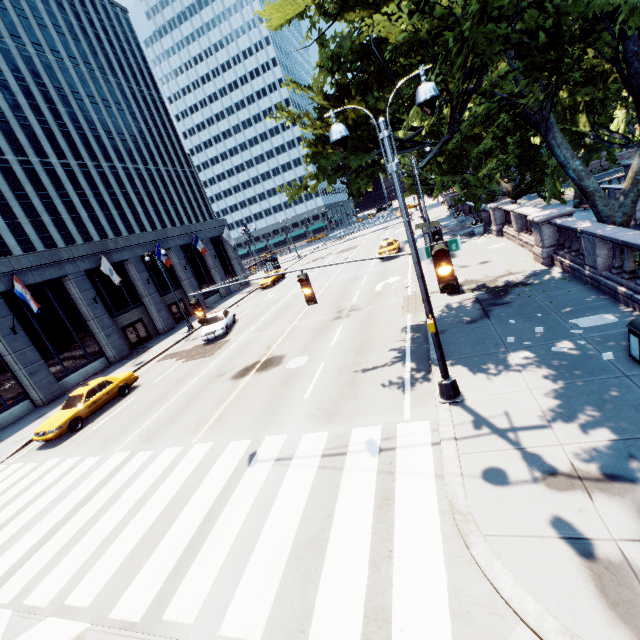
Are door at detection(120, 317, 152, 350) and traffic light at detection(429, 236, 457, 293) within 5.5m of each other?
no

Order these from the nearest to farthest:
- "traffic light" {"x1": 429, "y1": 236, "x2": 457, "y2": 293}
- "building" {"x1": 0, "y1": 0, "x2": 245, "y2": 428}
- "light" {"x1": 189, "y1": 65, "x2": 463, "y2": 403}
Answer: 1. "traffic light" {"x1": 429, "y1": 236, "x2": 457, "y2": 293}
2. "light" {"x1": 189, "y1": 65, "x2": 463, "y2": 403}
3. "building" {"x1": 0, "y1": 0, "x2": 245, "y2": 428}

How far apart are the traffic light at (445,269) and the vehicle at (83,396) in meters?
18.0

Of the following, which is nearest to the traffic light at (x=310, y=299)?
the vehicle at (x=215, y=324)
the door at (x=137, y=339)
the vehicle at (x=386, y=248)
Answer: the vehicle at (x=215, y=324)

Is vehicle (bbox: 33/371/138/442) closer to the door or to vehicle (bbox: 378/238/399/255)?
the door

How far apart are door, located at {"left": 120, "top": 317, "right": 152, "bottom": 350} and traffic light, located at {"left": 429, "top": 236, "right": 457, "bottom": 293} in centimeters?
3056cm

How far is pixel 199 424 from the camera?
12.1m

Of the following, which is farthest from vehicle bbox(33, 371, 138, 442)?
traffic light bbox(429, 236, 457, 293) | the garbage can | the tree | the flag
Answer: the garbage can
